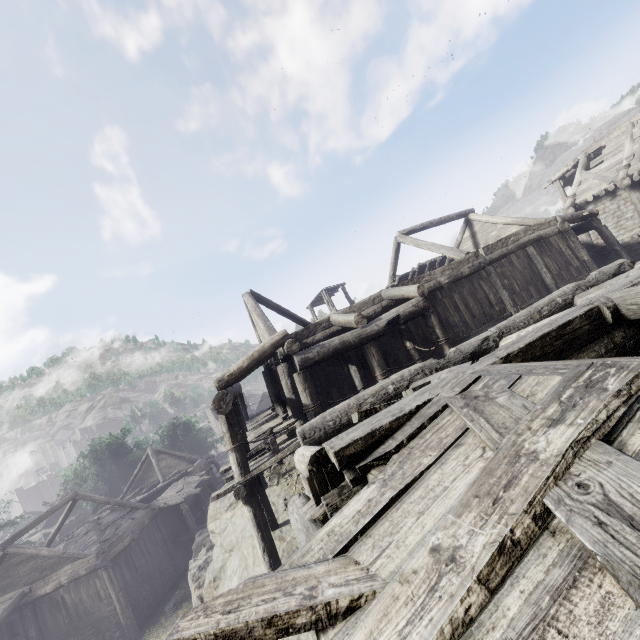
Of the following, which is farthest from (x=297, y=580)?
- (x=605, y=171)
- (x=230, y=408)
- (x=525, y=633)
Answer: (x=605, y=171)

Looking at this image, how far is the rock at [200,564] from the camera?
9.8 meters

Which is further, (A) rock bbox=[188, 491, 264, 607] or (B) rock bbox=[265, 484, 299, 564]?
(A) rock bbox=[188, 491, 264, 607]

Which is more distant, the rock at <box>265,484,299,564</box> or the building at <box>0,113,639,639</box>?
the rock at <box>265,484,299,564</box>

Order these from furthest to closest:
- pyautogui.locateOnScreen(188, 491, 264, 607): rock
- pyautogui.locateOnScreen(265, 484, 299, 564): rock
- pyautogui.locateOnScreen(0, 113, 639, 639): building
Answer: pyautogui.locateOnScreen(188, 491, 264, 607): rock
pyautogui.locateOnScreen(265, 484, 299, 564): rock
pyautogui.locateOnScreen(0, 113, 639, 639): building

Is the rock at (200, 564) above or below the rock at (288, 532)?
below

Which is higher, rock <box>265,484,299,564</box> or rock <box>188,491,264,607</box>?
rock <box>265,484,299,564</box>
